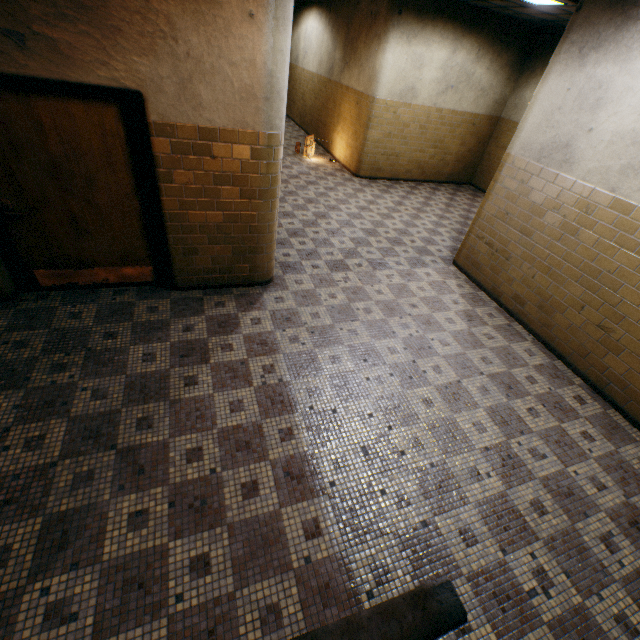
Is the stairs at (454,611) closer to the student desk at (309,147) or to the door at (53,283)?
the door at (53,283)

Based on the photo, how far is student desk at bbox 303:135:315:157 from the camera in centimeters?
991cm

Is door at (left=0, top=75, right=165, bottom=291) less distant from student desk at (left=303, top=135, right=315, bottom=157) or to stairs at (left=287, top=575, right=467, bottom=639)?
stairs at (left=287, top=575, right=467, bottom=639)

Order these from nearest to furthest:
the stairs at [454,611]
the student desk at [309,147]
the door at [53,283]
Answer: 1. the stairs at [454,611]
2. the door at [53,283]
3. the student desk at [309,147]

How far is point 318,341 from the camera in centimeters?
400cm

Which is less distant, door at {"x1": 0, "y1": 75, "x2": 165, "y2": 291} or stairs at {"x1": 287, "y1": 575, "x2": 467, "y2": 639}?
stairs at {"x1": 287, "y1": 575, "x2": 467, "y2": 639}

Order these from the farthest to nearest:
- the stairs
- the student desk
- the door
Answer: the student desk → the door → the stairs
